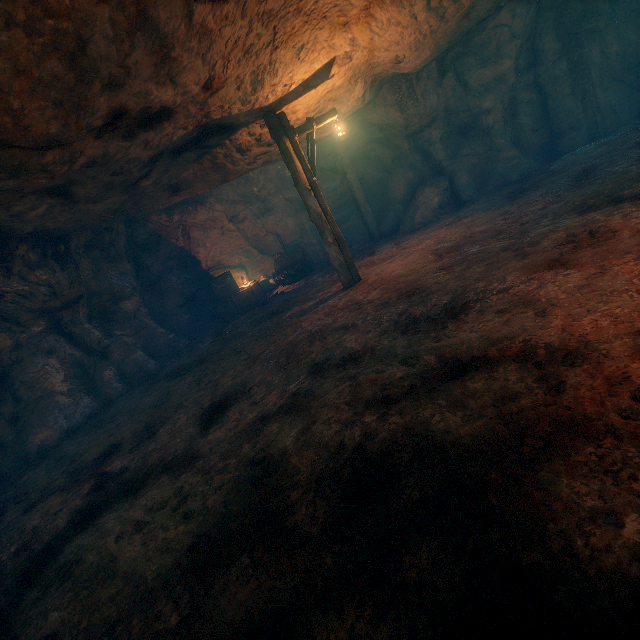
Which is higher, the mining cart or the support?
the support

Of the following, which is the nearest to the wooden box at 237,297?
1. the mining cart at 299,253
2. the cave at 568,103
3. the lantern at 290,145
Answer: the mining cart at 299,253

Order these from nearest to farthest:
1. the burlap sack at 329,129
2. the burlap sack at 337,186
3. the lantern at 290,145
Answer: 1. the lantern at 290,145
2. the burlap sack at 329,129
3. the burlap sack at 337,186

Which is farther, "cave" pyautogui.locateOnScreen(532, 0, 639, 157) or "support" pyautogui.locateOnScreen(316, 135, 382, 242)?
"support" pyautogui.locateOnScreen(316, 135, 382, 242)

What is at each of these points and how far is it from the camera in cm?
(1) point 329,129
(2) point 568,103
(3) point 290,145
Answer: (1) burlap sack, 1065
(2) cave, 1122
(3) lantern, 788

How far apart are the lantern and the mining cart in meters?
4.8

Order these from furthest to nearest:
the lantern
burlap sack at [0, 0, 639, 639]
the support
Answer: the support → the lantern → burlap sack at [0, 0, 639, 639]

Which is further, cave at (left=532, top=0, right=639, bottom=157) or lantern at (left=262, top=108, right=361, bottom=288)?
cave at (left=532, top=0, right=639, bottom=157)
